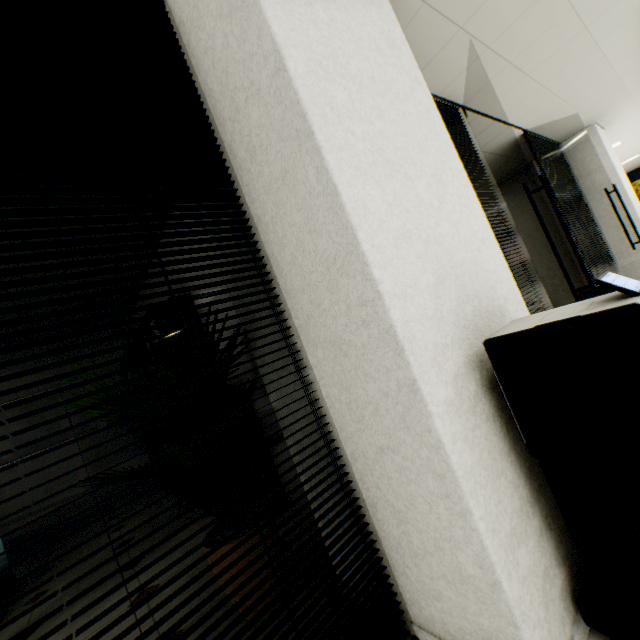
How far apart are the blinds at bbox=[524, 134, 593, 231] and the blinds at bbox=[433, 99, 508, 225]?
2.1 meters

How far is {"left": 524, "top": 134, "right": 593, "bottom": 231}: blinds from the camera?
4.8 meters

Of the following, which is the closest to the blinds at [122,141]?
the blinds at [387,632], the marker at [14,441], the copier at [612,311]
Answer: the blinds at [387,632]

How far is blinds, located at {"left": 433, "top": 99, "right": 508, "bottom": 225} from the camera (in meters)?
3.08

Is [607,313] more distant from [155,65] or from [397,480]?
[155,65]

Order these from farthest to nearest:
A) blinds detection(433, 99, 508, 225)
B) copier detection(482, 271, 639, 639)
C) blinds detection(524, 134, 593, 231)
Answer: blinds detection(524, 134, 593, 231) → blinds detection(433, 99, 508, 225) → copier detection(482, 271, 639, 639)

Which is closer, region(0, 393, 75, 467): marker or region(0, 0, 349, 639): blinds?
region(0, 0, 349, 639): blinds

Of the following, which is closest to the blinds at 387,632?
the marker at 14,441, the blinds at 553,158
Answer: the blinds at 553,158
